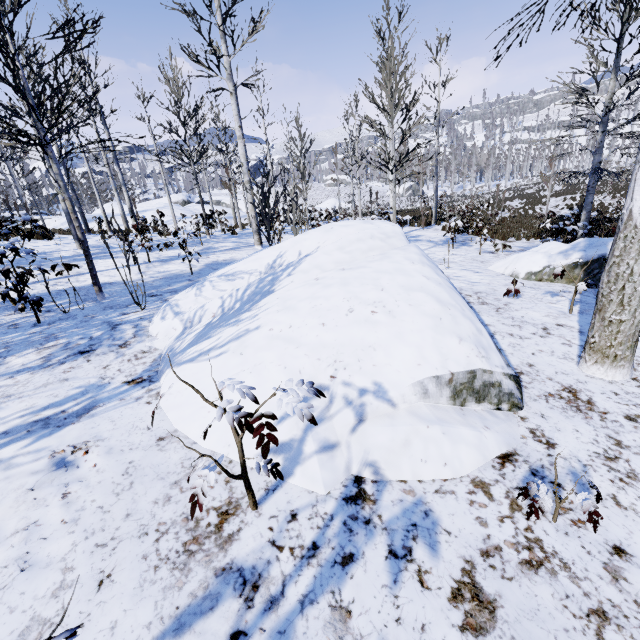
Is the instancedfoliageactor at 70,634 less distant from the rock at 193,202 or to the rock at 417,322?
the rock at 417,322

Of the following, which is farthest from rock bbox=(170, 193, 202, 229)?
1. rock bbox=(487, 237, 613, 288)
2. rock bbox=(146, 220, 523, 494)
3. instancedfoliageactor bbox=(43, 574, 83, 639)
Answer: instancedfoliageactor bbox=(43, 574, 83, 639)

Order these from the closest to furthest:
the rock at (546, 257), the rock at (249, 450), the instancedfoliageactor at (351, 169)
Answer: the rock at (249, 450) → the rock at (546, 257) → the instancedfoliageactor at (351, 169)

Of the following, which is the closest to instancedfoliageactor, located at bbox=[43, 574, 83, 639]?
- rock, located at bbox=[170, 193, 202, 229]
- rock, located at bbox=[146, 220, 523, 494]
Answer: Answer: rock, located at bbox=[146, 220, 523, 494]

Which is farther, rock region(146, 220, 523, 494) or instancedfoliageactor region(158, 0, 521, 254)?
instancedfoliageactor region(158, 0, 521, 254)

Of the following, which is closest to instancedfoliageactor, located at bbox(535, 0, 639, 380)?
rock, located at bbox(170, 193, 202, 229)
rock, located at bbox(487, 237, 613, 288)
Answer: rock, located at bbox(487, 237, 613, 288)

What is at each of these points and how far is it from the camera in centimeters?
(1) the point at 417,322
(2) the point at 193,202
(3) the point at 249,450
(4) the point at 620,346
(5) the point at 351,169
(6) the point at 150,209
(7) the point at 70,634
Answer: (1) rock, 275cm
(2) rock, 4250cm
(3) rock, 217cm
(4) instancedfoliageactor, 294cm
(5) instancedfoliageactor, 1869cm
(6) rock, 3044cm
(7) instancedfoliageactor, 94cm
